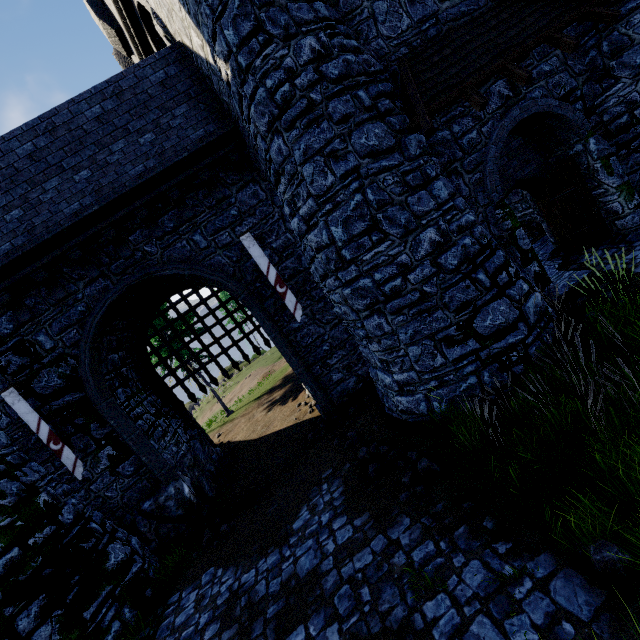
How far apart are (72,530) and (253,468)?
5.1 meters

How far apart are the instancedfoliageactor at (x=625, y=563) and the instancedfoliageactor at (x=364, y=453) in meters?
3.9 m

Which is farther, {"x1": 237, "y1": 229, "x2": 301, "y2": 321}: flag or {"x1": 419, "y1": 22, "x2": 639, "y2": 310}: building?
{"x1": 237, "y1": 229, "x2": 301, "y2": 321}: flag

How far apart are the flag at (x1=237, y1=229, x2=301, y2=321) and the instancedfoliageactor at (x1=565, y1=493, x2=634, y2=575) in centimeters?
694cm

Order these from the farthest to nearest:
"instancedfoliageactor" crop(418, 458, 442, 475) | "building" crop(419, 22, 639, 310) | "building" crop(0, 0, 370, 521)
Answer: "building" crop(0, 0, 370, 521)
"building" crop(419, 22, 639, 310)
"instancedfoliageactor" crop(418, 458, 442, 475)

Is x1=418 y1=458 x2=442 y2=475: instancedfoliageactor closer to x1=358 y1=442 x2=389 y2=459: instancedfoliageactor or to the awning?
x1=358 y1=442 x2=389 y2=459: instancedfoliageactor

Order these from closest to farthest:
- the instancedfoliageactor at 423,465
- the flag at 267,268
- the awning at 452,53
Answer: the instancedfoliageactor at 423,465 → the awning at 452,53 → the flag at 267,268

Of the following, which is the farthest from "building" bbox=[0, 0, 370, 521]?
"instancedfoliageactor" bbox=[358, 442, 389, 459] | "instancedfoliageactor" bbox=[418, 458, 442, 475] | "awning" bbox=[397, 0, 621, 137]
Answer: "instancedfoliageactor" bbox=[418, 458, 442, 475]
